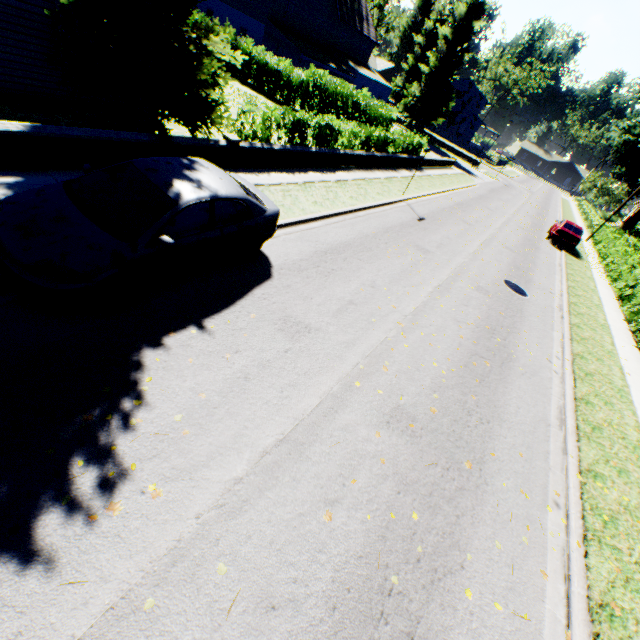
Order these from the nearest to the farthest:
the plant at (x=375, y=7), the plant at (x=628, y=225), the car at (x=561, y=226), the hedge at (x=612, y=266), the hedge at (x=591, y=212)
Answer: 1. the hedge at (x=612, y=266)
2. the car at (x=561, y=226)
3. the hedge at (x=591, y=212)
4. the plant at (x=628, y=225)
5. the plant at (x=375, y=7)

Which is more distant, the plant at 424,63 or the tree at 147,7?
the plant at 424,63

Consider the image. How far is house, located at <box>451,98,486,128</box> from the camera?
58.9m

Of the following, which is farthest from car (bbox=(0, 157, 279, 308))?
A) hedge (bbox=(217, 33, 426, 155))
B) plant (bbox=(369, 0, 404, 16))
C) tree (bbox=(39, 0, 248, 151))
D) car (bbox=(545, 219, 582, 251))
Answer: plant (bbox=(369, 0, 404, 16))

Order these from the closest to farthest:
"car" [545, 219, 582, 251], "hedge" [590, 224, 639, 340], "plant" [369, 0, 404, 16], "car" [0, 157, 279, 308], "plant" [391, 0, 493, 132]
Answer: "car" [0, 157, 279, 308]
"hedge" [590, 224, 639, 340]
"car" [545, 219, 582, 251]
"plant" [391, 0, 493, 132]
"plant" [369, 0, 404, 16]

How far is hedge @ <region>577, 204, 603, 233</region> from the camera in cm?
3732

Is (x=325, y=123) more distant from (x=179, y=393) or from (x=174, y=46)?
(x=179, y=393)

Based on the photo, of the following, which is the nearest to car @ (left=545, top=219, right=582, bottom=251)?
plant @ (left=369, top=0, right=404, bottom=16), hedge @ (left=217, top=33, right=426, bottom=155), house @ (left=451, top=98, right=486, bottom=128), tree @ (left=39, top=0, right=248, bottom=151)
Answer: hedge @ (left=217, top=33, right=426, bottom=155)
